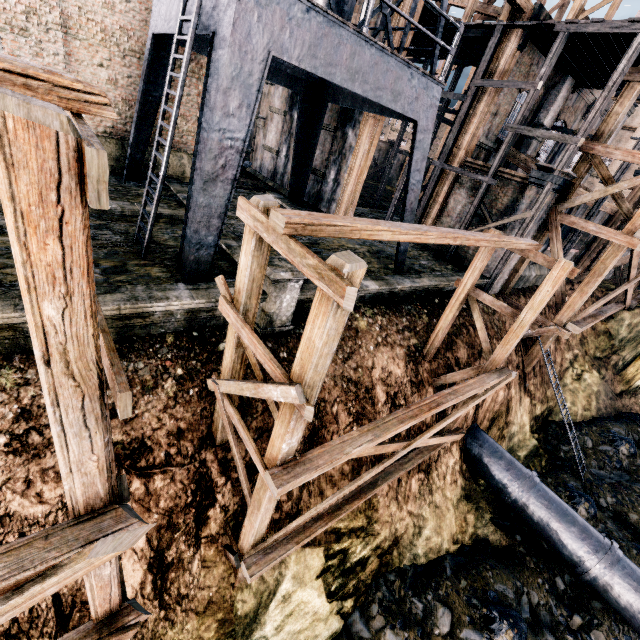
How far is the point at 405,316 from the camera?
12.95m

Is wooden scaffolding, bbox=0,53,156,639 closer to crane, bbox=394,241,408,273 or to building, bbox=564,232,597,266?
crane, bbox=394,241,408,273

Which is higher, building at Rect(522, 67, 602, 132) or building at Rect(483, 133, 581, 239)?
building at Rect(522, 67, 602, 132)

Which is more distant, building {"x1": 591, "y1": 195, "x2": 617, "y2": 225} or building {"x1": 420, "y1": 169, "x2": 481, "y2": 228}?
building {"x1": 591, "y1": 195, "x2": 617, "y2": 225}

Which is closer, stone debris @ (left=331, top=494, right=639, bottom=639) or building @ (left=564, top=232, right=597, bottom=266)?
stone debris @ (left=331, top=494, right=639, bottom=639)

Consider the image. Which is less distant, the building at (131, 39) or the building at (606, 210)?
the building at (131, 39)

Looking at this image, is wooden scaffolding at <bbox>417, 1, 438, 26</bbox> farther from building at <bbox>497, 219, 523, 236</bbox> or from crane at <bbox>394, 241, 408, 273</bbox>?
crane at <bbox>394, 241, 408, 273</bbox>

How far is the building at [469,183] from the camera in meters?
18.1 m
